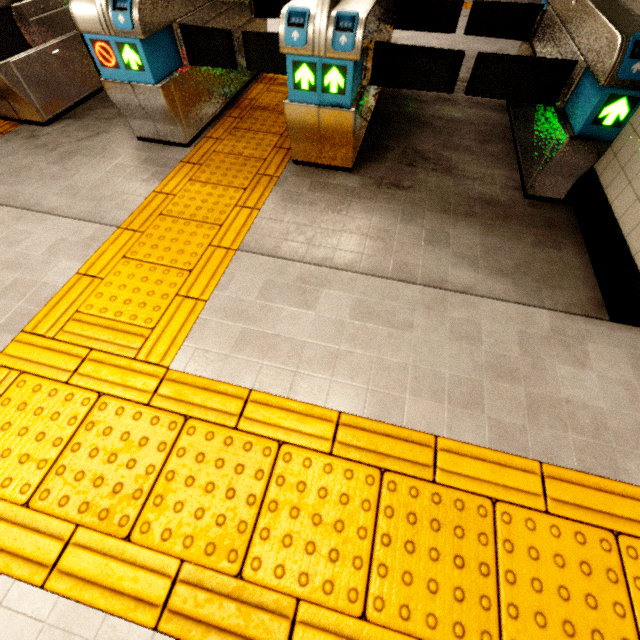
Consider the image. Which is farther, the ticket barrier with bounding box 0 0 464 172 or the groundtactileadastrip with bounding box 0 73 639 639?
the ticket barrier with bounding box 0 0 464 172

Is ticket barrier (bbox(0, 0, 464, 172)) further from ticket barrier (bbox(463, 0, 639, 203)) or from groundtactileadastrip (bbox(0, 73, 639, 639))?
ticket barrier (bbox(463, 0, 639, 203))

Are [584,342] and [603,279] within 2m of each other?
yes

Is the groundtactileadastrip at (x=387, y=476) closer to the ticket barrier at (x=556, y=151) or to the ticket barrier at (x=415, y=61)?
the ticket barrier at (x=415, y=61)

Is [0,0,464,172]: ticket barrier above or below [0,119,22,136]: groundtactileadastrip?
above

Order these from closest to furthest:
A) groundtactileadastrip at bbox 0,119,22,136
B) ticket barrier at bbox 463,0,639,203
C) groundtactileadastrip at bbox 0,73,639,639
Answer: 1. groundtactileadastrip at bbox 0,73,639,639
2. ticket barrier at bbox 463,0,639,203
3. groundtactileadastrip at bbox 0,119,22,136

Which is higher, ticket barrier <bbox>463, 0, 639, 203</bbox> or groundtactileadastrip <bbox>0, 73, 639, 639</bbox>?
ticket barrier <bbox>463, 0, 639, 203</bbox>

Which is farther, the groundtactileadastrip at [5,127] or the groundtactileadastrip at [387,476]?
the groundtactileadastrip at [5,127]
